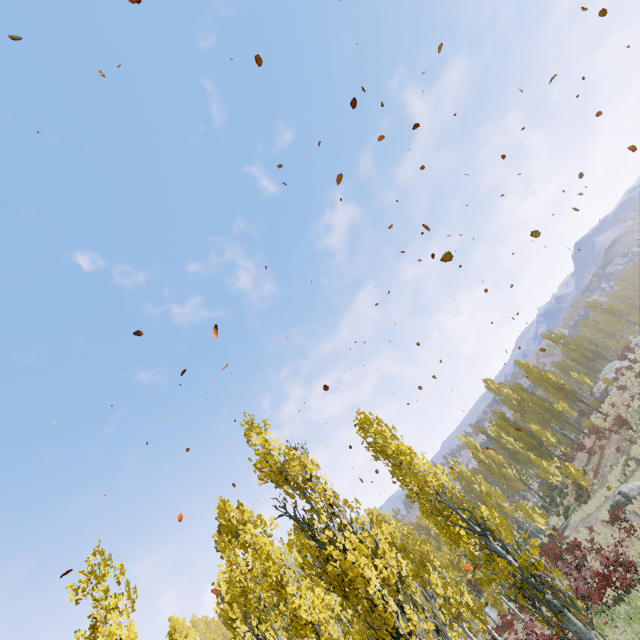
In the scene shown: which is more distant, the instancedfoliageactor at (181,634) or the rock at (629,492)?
the rock at (629,492)

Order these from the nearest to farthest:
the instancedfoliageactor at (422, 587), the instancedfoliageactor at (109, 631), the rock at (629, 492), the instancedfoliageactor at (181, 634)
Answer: the instancedfoliageactor at (109, 631) → the instancedfoliageactor at (422, 587) → the instancedfoliageactor at (181, 634) → the rock at (629, 492)

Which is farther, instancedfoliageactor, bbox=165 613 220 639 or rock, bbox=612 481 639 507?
rock, bbox=612 481 639 507

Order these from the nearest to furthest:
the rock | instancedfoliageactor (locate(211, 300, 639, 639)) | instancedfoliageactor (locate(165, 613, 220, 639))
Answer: instancedfoliageactor (locate(211, 300, 639, 639)) < instancedfoliageactor (locate(165, 613, 220, 639)) < the rock

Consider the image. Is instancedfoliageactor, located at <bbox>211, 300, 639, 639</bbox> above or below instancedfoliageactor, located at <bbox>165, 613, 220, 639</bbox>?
below

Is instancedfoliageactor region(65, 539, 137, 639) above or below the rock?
above

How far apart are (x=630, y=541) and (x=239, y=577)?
23.3 meters
